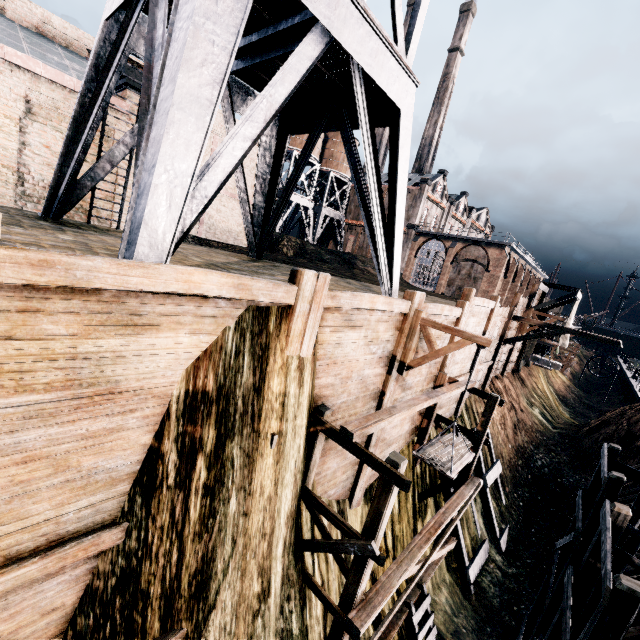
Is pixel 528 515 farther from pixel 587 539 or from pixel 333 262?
pixel 333 262

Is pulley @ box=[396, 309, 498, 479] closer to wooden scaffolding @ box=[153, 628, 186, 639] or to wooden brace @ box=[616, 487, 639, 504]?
wooden scaffolding @ box=[153, 628, 186, 639]

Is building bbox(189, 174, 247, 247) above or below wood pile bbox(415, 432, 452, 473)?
above

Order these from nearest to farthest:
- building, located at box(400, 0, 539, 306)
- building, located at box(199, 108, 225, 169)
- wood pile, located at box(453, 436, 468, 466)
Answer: wood pile, located at box(453, 436, 468, 466)
building, located at box(199, 108, 225, 169)
building, located at box(400, 0, 539, 306)

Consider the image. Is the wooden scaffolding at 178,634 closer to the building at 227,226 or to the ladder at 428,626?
the ladder at 428,626

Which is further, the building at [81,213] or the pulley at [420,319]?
the building at [81,213]

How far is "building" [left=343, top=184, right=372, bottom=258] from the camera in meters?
55.8

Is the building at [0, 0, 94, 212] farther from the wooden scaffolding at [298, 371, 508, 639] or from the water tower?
the wooden scaffolding at [298, 371, 508, 639]
